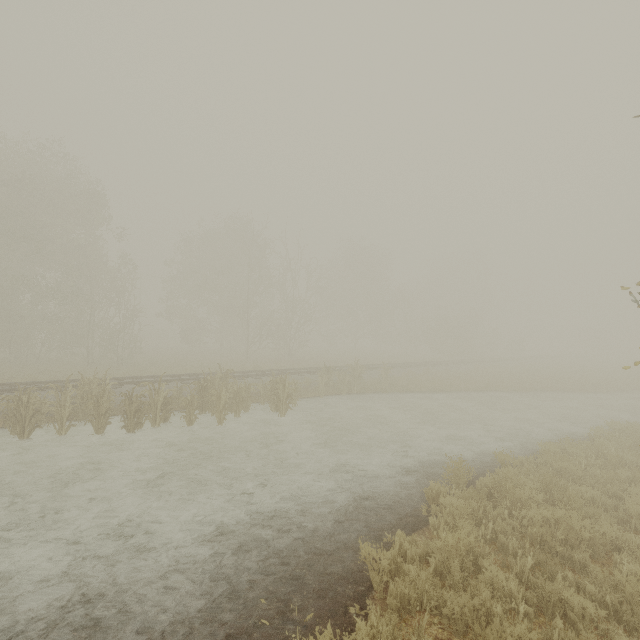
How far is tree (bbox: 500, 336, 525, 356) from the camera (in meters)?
48.16

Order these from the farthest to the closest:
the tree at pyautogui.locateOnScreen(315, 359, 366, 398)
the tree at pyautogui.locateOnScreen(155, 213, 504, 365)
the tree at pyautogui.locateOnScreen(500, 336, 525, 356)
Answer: the tree at pyautogui.locateOnScreen(500, 336, 525, 356)
the tree at pyautogui.locateOnScreen(155, 213, 504, 365)
the tree at pyautogui.locateOnScreen(315, 359, 366, 398)

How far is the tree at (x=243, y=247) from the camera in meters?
33.1

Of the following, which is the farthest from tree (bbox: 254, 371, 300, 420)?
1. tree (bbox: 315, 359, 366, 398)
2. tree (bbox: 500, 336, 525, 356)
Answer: tree (bbox: 500, 336, 525, 356)

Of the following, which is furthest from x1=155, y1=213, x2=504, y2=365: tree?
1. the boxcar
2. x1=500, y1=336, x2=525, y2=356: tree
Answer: the boxcar

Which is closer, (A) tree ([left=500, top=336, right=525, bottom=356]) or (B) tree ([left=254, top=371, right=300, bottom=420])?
(B) tree ([left=254, top=371, right=300, bottom=420])

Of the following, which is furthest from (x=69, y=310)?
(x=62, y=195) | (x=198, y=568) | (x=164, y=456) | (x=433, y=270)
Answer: (x=433, y=270)

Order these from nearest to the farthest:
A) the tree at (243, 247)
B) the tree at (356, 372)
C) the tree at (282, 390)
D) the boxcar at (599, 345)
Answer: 1. the tree at (282, 390)
2. the tree at (356, 372)
3. the tree at (243, 247)
4. the boxcar at (599, 345)
